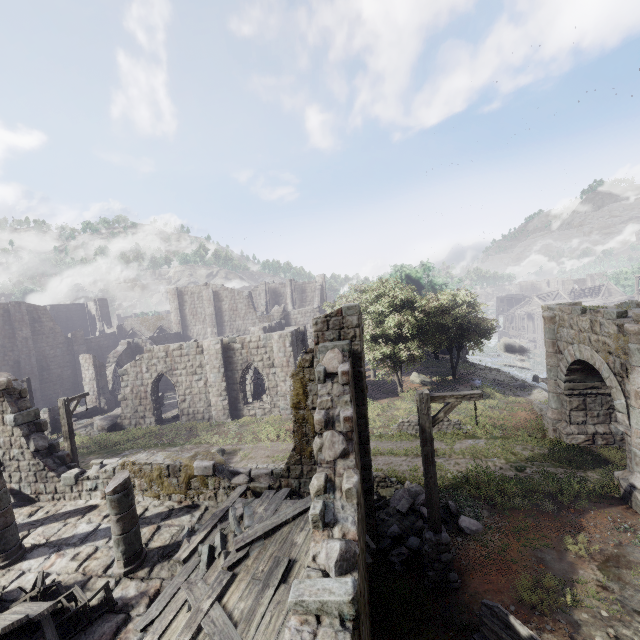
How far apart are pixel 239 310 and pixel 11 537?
35.4 meters

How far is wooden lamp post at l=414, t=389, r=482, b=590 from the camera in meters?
7.8

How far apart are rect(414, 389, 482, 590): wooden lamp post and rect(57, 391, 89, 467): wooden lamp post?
14.13m

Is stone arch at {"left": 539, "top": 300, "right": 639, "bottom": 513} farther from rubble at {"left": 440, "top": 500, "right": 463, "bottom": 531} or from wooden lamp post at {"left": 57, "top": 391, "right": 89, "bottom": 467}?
wooden lamp post at {"left": 57, "top": 391, "right": 89, "bottom": 467}

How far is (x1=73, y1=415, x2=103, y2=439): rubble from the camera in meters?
22.3

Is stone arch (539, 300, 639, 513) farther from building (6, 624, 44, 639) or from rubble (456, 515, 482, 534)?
rubble (456, 515, 482, 534)

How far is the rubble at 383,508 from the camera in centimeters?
876cm

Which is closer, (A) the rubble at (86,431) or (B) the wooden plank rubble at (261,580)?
(B) the wooden plank rubble at (261,580)
